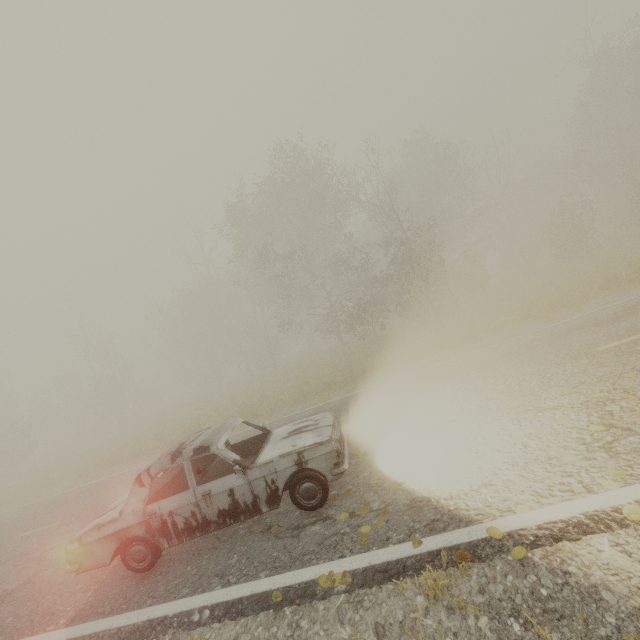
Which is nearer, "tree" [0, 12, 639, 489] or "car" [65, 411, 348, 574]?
"car" [65, 411, 348, 574]

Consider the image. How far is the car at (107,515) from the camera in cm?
451

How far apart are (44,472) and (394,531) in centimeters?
2124cm

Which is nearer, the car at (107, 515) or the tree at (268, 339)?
the car at (107, 515)

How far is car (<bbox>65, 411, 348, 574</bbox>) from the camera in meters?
4.5
